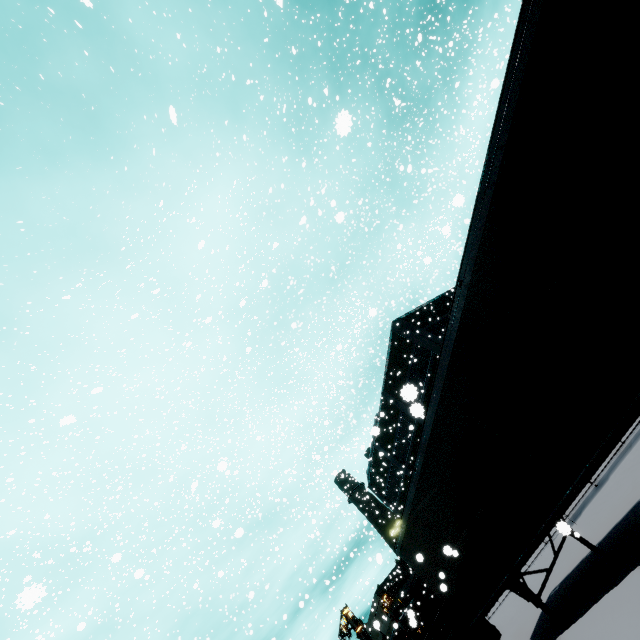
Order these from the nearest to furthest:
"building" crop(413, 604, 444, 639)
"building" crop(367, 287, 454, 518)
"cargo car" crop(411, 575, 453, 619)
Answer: "building" crop(367, 287, 454, 518)
"cargo car" crop(411, 575, 453, 619)
"building" crop(413, 604, 444, 639)

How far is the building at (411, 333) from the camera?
26.08m

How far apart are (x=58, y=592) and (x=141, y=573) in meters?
Result: 20.1

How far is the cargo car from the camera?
28.33m

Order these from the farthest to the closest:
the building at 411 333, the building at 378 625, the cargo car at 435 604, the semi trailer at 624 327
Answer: the building at 378 625 → the cargo car at 435 604 → the building at 411 333 → the semi trailer at 624 327

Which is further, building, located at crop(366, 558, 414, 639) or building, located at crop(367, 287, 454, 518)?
building, located at crop(366, 558, 414, 639)

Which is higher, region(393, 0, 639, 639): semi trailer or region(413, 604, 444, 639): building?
region(413, 604, 444, 639): building

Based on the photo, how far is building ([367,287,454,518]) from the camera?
26.1m
